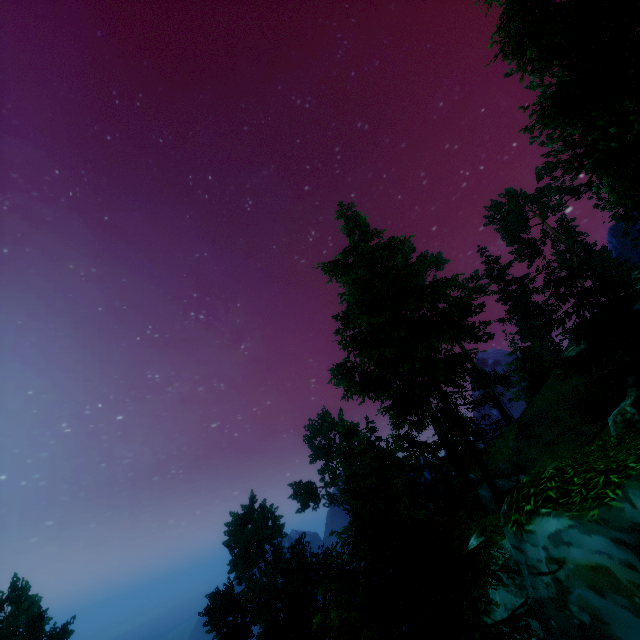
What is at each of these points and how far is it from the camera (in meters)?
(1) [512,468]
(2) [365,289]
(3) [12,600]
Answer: (1) rock, 35.25
(2) tree, 19.52
(3) tree, 40.88

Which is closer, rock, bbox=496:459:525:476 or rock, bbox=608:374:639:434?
rock, bbox=608:374:639:434

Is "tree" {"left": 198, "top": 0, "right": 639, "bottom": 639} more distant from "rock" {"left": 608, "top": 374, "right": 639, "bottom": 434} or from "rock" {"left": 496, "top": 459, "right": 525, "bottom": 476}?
"rock" {"left": 496, "top": 459, "right": 525, "bottom": 476}

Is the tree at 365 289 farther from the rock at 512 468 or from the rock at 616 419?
the rock at 512 468

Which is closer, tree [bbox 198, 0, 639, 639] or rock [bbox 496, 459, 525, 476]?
tree [bbox 198, 0, 639, 639]

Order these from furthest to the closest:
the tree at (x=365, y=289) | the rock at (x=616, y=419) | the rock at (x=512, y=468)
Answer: the rock at (x=512, y=468)
the rock at (x=616, y=419)
the tree at (x=365, y=289)

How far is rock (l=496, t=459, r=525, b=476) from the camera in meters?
35.0 m

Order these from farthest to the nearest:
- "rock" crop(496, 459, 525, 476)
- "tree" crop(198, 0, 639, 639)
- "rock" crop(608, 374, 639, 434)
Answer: "rock" crop(496, 459, 525, 476)
"rock" crop(608, 374, 639, 434)
"tree" crop(198, 0, 639, 639)
